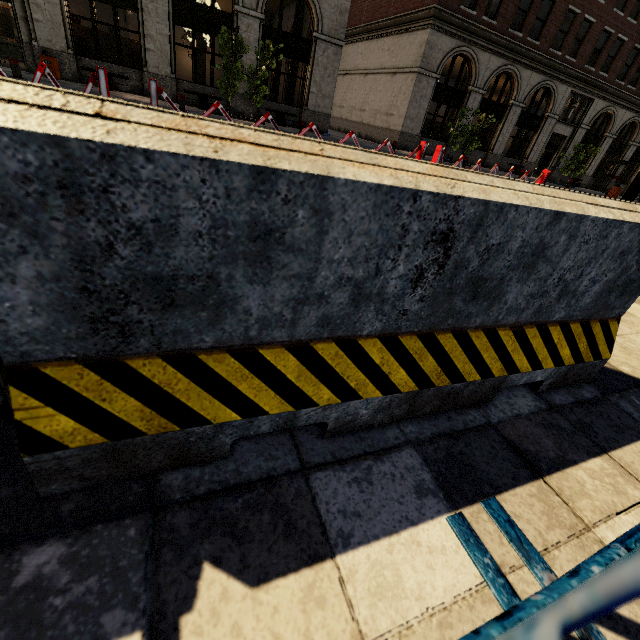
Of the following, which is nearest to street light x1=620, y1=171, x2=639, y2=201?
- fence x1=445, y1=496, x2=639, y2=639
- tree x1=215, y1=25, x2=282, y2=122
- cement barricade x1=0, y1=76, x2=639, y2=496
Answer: fence x1=445, y1=496, x2=639, y2=639

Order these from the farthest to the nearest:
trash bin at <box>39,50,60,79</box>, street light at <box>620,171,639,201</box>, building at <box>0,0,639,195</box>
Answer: building at <box>0,0,639,195</box>
trash bin at <box>39,50,60,79</box>
street light at <box>620,171,639,201</box>

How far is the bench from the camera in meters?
15.6

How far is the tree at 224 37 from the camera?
13.2m

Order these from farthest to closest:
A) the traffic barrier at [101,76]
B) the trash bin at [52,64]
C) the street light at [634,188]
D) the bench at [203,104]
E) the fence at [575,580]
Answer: the bench at [203,104] < the trash bin at [52,64] < the street light at [634,188] < the traffic barrier at [101,76] < the fence at [575,580]

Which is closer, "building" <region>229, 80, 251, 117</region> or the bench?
the bench

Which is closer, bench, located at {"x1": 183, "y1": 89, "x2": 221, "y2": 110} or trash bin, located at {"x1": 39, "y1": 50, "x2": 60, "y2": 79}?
trash bin, located at {"x1": 39, "y1": 50, "x2": 60, "y2": 79}

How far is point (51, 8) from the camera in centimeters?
1289cm
